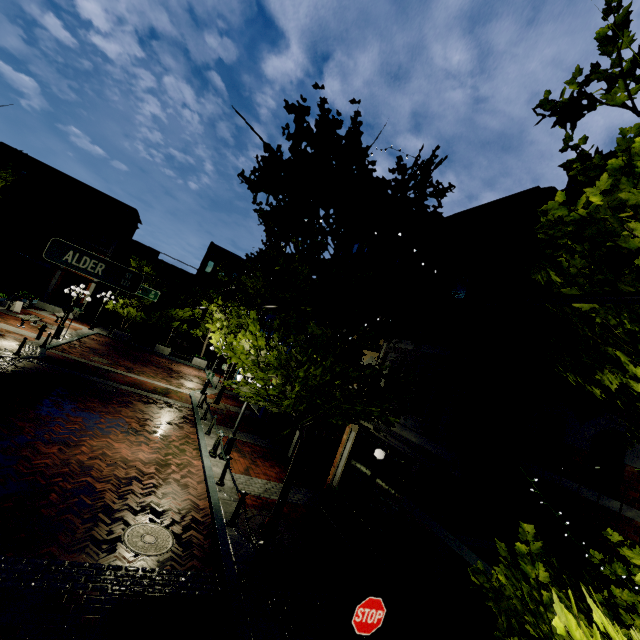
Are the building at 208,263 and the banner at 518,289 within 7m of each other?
no

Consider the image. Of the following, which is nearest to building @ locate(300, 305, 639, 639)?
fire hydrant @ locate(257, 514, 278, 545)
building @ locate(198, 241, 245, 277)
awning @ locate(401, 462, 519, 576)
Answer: awning @ locate(401, 462, 519, 576)

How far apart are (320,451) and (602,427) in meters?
10.0 m

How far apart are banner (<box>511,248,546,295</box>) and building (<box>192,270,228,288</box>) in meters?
36.8 m

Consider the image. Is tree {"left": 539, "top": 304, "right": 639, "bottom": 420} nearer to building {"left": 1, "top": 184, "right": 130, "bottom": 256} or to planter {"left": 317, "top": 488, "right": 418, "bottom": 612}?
planter {"left": 317, "top": 488, "right": 418, "bottom": 612}

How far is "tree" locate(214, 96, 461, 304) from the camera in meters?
6.6 m

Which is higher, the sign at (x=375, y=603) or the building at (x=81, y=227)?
the building at (x=81, y=227)

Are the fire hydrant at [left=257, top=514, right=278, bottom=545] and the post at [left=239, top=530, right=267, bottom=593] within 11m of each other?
yes
